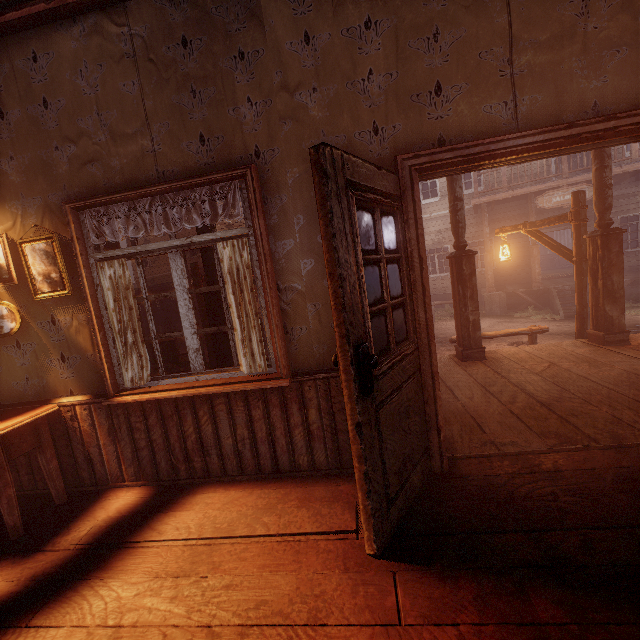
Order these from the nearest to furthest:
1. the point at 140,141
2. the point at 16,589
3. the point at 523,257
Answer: the point at 16,589 < the point at 140,141 < the point at 523,257

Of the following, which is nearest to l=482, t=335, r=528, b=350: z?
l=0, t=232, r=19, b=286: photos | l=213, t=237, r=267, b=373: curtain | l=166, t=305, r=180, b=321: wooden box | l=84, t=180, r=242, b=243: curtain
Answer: l=84, t=180, r=242, b=243: curtain

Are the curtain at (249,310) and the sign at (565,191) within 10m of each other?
no

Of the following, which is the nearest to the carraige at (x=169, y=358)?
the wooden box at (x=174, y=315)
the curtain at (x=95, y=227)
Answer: the curtain at (x=95, y=227)

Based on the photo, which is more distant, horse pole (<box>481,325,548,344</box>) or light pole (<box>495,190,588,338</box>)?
horse pole (<box>481,325,548,344</box>)

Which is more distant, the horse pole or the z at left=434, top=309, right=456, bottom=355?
the z at left=434, top=309, right=456, bottom=355

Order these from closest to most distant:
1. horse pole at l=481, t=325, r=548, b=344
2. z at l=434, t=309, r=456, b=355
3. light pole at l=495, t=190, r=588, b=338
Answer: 1. light pole at l=495, t=190, r=588, b=338
2. horse pole at l=481, t=325, r=548, b=344
3. z at l=434, t=309, r=456, b=355

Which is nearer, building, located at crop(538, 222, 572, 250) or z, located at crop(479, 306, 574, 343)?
z, located at crop(479, 306, 574, 343)
